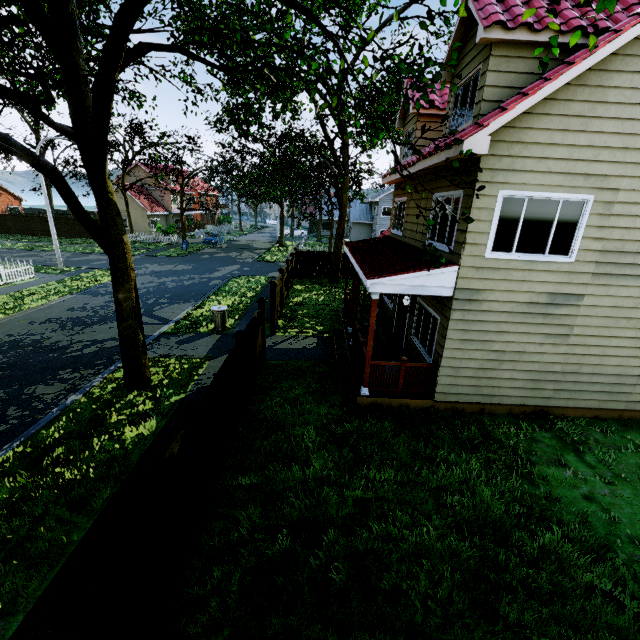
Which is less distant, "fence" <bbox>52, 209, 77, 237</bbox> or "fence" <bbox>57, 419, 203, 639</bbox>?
"fence" <bbox>57, 419, 203, 639</bbox>

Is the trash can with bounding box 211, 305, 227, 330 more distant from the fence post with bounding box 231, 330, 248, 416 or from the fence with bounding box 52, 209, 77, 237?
the fence post with bounding box 231, 330, 248, 416

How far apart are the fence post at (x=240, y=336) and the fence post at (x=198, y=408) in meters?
2.5 m

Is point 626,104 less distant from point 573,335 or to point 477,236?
point 477,236

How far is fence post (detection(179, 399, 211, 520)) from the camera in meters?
4.6

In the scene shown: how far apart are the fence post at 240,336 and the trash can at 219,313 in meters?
5.8

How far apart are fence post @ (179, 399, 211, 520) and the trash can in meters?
8.4 m
